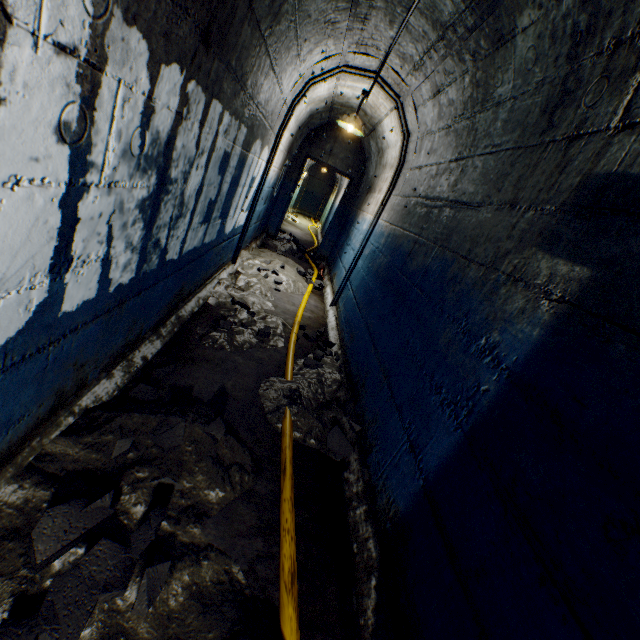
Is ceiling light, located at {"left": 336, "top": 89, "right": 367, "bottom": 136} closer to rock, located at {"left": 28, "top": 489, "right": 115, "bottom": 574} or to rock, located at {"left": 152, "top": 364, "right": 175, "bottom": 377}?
rock, located at {"left": 152, "top": 364, "right": 175, "bottom": 377}

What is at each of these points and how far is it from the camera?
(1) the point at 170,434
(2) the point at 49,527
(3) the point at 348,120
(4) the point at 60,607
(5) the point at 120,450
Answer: (1) rock, 1.7 meters
(2) rock, 1.1 meters
(3) ceiling light, 4.6 meters
(4) rock, 1.0 meters
(5) rock, 1.6 meters

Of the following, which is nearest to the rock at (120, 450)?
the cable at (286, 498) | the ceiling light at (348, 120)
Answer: the cable at (286, 498)

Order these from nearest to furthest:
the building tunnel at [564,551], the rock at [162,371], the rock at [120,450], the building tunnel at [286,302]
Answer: the building tunnel at [564,551] → the rock at [120,450] → the rock at [162,371] → the building tunnel at [286,302]

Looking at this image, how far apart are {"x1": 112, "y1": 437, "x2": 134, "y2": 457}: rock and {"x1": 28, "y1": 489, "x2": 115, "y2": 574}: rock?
0.2m

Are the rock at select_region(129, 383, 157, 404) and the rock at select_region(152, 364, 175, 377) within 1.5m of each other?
yes

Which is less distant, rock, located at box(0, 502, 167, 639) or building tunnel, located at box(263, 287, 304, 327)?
rock, located at box(0, 502, 167, 639)

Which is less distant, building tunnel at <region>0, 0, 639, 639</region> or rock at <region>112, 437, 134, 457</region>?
building tunnel at <region>0, 0, 639, 639</region>
